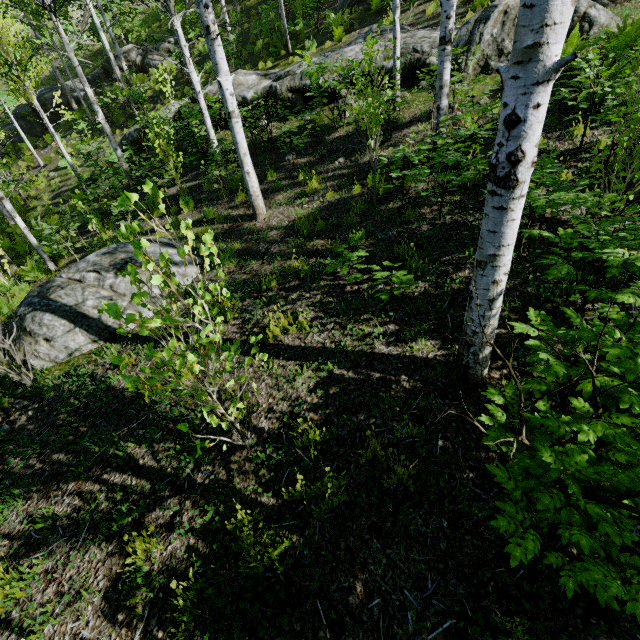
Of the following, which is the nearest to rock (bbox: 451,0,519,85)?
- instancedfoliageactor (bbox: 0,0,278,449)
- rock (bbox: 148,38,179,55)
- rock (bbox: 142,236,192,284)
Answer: instancedfoliageactor (bbox: 0,0,278,449)

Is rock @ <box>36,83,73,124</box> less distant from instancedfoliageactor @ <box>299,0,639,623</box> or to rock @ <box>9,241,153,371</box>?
instancedfoliageactor @ <box>299,0,639,623</box>

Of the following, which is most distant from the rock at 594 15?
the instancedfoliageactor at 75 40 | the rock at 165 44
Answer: the rock at 165 44

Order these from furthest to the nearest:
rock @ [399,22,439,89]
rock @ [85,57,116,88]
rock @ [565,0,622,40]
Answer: rock @ [85,57,116,88] → rock @ [399,22,439,89] → rock @ [565,0,622,40]

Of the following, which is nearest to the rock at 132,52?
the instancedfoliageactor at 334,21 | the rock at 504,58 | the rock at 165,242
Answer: the rock at 504,58

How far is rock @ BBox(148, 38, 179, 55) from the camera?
18.2m

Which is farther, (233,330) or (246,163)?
(246,163)

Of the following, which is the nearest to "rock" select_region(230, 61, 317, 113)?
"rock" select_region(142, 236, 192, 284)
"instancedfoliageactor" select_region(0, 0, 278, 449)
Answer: "instancedfoliageactor" select_region(0, 0, 278, 449)
